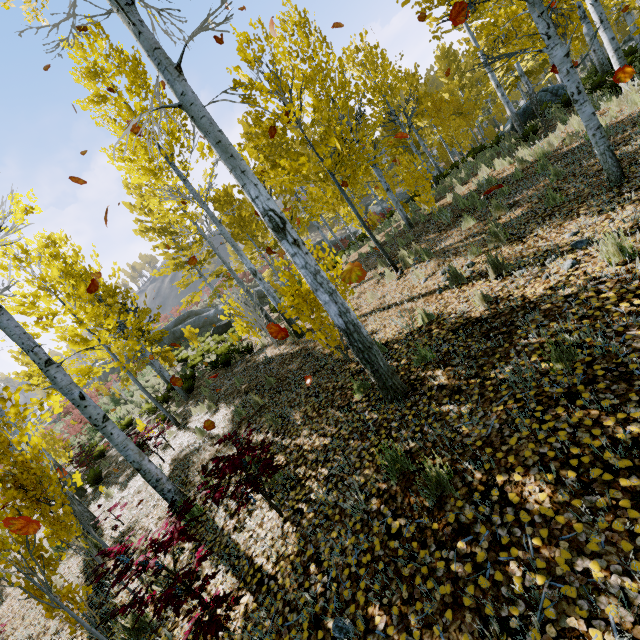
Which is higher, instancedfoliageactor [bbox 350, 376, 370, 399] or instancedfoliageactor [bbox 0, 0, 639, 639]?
instancedfoliageactor [bbox 0, 0, 639, 639]

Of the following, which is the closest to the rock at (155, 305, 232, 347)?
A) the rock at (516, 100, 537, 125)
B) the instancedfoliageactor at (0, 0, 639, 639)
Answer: the instancedfoliageactor at (0, 0, 639, 639)

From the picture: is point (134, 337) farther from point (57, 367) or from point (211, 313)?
point (211, 313)

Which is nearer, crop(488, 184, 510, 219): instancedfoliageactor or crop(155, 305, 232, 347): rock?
crop(488, 184, 510, 219): instancedfoliageactor

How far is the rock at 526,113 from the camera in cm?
1504

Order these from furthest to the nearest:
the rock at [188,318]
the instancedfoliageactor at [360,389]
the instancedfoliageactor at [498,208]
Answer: the rock at [188,318] < the instancedfoliageactor at [498,208] < the instancedfoliageactor at [360,389]

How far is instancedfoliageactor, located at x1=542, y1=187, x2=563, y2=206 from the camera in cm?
556
